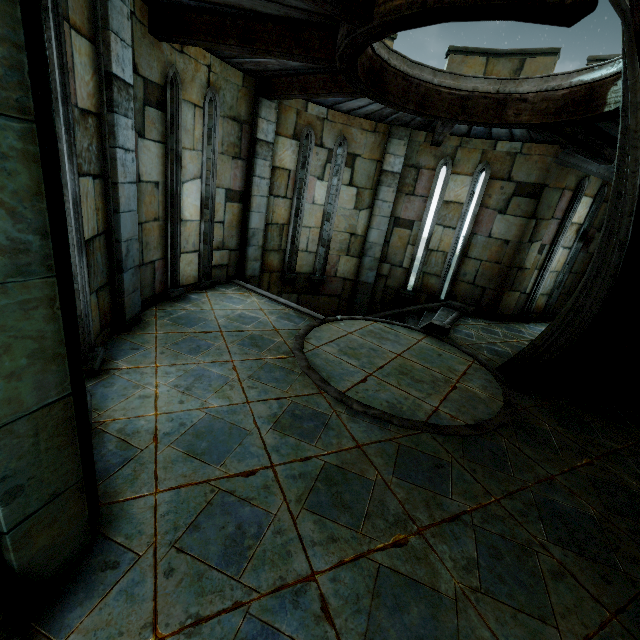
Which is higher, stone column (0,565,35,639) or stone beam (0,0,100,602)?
stone beam (0,0,100,602)

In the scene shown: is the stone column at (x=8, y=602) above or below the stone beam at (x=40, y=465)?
below

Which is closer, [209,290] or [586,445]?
[586,445]
